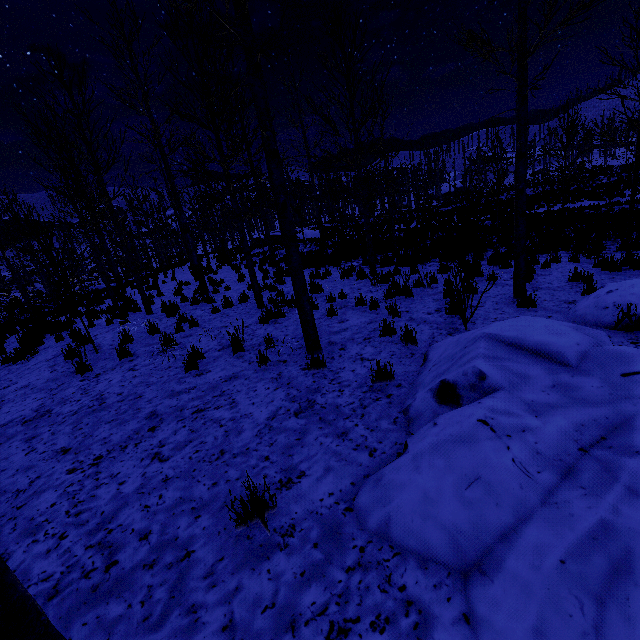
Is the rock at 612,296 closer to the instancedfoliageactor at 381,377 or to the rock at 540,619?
the instancedfoliageactor at 381,377

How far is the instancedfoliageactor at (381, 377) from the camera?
4.1m

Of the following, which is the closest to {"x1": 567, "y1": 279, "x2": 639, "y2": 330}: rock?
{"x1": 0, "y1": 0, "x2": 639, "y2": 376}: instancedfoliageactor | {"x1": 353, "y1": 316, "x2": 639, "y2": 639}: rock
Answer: {"x1": 0, "y1": 0, "x2": 639, "y2": 376}: instancedfoliageactor

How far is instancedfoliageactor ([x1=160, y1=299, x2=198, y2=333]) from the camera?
7.8 meters

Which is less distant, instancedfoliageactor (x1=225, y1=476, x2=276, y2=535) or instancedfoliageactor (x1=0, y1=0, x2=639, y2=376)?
instancedfoliageactor (x1=225, y1=476, x2=276, y2=535)

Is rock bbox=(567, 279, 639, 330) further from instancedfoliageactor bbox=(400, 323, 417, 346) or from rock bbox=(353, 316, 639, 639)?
rock bbox=(353, 316, 639, 639)

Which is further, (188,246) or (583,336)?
(188,246)
